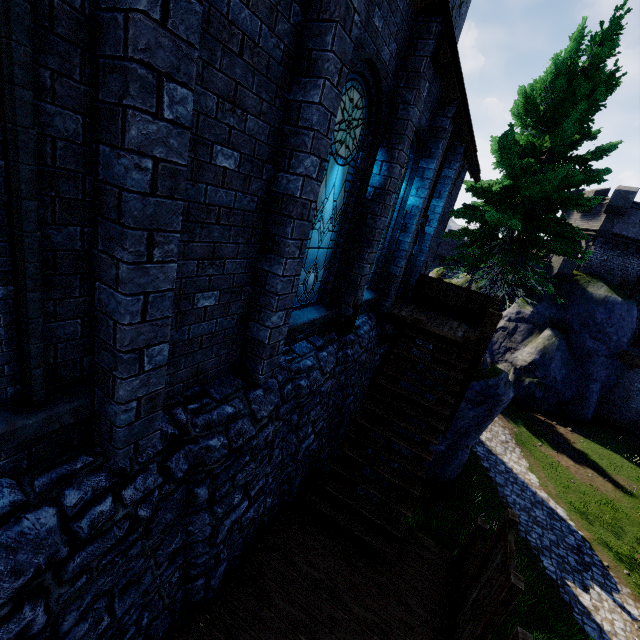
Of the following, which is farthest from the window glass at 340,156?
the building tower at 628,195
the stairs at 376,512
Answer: the building tower at 628,195

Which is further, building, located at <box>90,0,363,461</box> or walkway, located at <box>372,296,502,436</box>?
walkway, located at <box>372,296,502,436</box>

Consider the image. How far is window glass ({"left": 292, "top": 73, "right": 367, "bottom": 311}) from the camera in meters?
4.8 m

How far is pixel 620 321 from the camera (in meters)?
25.08

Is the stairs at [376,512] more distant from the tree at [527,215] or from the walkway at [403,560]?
the tree at [527,215]

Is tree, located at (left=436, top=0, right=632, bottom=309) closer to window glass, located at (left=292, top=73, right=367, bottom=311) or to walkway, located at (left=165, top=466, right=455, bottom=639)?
window glass, located at (left=292, top=73, right=367, bottom=311)

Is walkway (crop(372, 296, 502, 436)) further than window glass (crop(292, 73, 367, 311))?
Yes

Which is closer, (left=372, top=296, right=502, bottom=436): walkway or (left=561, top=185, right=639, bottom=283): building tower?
(left=372, top=296, right=502, bottom=436): walkway
